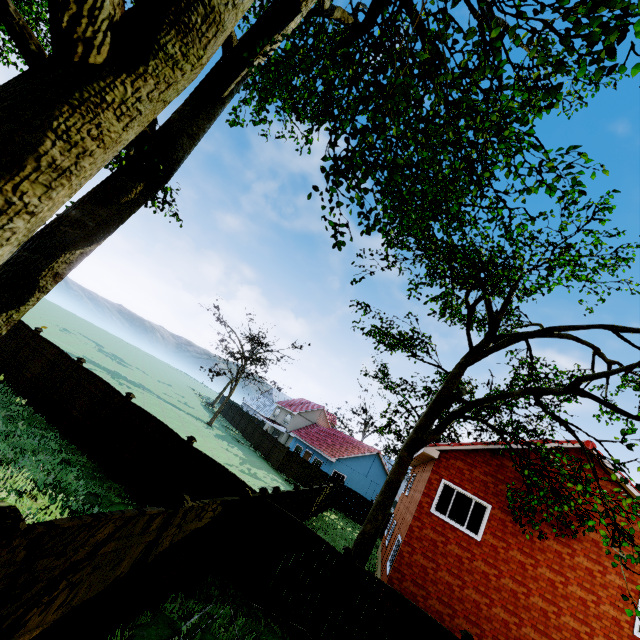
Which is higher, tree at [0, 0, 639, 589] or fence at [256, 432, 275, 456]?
tree at [0, 0, 639, 589]

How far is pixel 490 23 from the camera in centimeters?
1105cm

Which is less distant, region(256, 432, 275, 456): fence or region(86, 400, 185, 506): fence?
region(86, 400, 185, 506): fence

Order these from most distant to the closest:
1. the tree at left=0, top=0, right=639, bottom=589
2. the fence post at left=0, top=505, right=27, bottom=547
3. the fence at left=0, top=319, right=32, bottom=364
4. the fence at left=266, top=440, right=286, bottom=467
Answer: the fence at left=266, top=440, right=286, bottom=467, the fence at left=0, top=319, right=32, bottom=364, the fence post at left=0, top=505, right=27, bottom=547, the tree at left=0, top=0, right=639, bottom=589

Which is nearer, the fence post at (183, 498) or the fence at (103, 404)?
the fence post at (183, 498)

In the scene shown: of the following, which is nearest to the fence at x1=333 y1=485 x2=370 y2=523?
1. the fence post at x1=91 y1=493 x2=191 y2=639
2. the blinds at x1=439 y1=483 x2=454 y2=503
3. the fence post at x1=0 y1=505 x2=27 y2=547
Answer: the fence post at x1=91 y1=493 x2=191 y2=639

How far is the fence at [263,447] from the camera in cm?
3603
